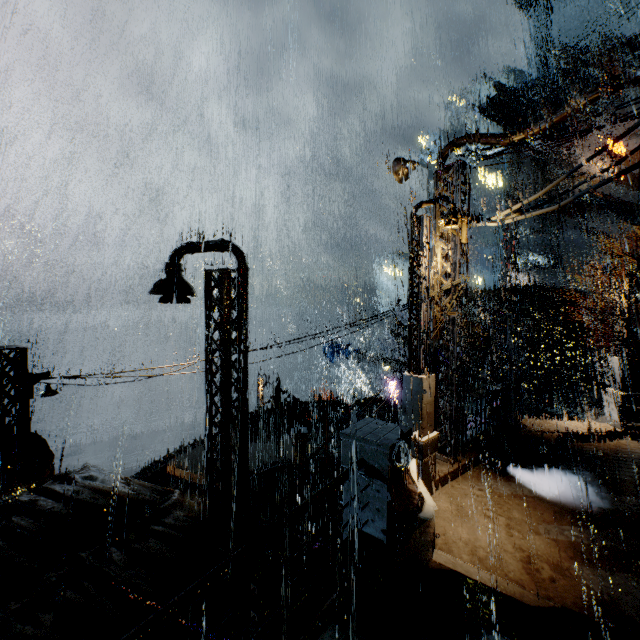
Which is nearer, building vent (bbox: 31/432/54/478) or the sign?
building vent (bbox: 31/432/54/478)

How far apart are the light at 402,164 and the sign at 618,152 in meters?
41.2

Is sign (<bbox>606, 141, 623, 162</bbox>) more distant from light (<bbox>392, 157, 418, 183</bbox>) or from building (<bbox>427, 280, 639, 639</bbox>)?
light (<bbox>392, 157, 418, 183</bbox>)

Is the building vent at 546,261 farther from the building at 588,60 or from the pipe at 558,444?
the pipe at 558,444

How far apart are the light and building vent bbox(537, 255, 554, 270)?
43.80m

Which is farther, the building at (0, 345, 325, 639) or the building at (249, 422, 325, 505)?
the building at (249, 422, 325, 505)

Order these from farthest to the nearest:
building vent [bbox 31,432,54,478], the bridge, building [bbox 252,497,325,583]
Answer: building vent [bbox 31,432,54,478]
building [bbox 252,497,325,583]
the bridge

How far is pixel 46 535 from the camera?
6.1 meters
